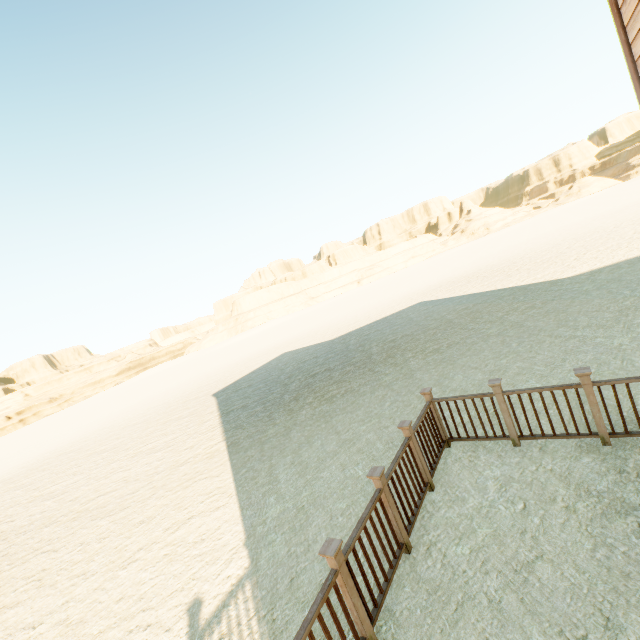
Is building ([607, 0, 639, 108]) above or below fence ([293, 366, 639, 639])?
above

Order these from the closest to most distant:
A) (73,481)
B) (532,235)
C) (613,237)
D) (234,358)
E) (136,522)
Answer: (136,522), (73,481), (613,237), (234,358), (532,235)

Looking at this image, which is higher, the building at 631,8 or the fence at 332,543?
the building at 631,8
